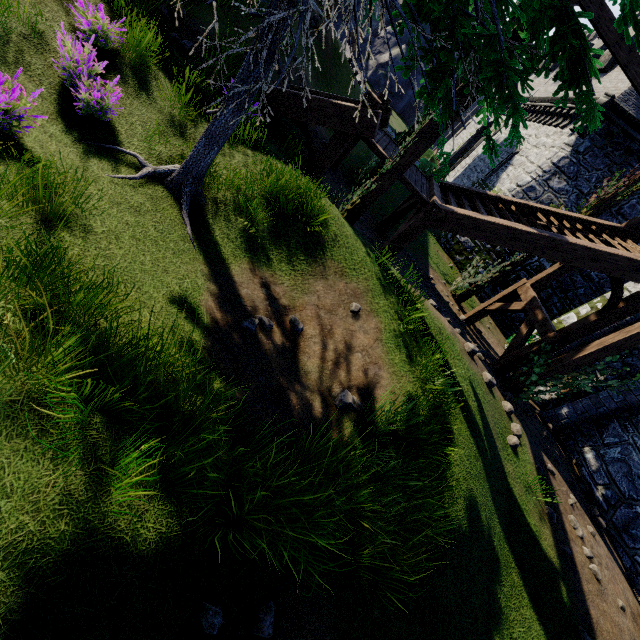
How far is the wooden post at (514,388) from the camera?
8.1m

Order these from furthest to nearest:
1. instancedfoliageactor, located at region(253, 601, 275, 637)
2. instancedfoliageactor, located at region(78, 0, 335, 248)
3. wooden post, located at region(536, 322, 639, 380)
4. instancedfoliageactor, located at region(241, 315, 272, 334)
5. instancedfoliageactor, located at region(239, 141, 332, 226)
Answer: wooden post, located at region(536, 322, 639, 380) → instancedfoliageactor, located at region(239, 141, 332, 226) → instancedfoliageactor, located at region(241, 315, 272, 334) → instancedfoliageactor, located at region(78, 0, 335, 248) → instancedfoliageactor, located at region(253, 601, 275, 637)

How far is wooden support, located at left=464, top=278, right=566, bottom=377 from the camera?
8.85m

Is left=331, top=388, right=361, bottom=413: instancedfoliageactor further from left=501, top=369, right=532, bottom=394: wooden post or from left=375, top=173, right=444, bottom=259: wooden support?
left=501, top=369, right=532, bottom=394: wooden post

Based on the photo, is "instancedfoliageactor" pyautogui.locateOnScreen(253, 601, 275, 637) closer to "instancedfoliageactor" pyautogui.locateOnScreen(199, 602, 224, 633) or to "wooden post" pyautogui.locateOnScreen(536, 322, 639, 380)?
"instancedfoliageactor" pyautogui.locateOnScreen(199, 602, 224, 633)

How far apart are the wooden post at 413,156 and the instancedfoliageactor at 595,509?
8.8m

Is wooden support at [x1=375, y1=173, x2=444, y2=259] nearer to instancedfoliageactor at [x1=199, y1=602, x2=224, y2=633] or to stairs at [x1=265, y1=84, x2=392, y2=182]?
stairs at [x1=265, y1=84, x2=392, y2=182]

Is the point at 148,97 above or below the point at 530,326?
below
